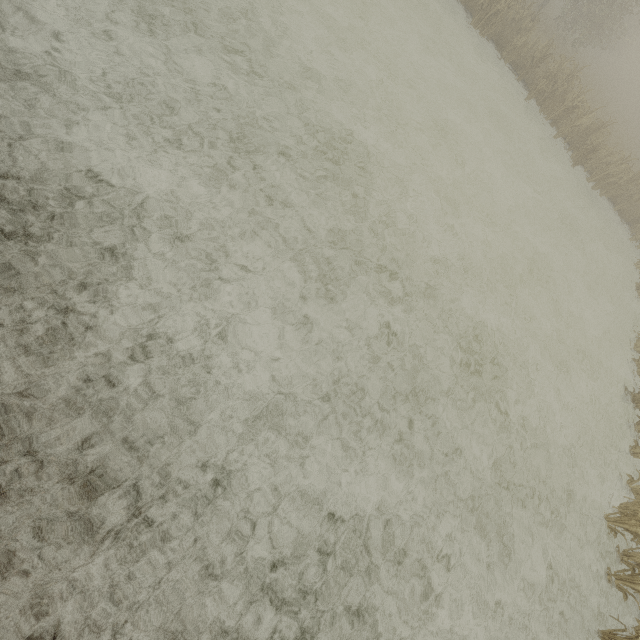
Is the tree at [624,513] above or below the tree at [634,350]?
above

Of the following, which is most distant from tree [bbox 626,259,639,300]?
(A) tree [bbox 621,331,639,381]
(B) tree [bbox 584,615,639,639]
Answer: (B) tree [bbox 584,615,639,639]

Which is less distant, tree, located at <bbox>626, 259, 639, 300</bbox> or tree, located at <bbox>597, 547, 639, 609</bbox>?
tree, located at <bbox>597, 547, 639, 609</bbox>

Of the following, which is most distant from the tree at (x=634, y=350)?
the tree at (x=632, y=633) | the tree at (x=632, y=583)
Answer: the tree at (x=632, y=633)

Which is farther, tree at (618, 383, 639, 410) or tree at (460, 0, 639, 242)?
tree at (460, 0, 639, 242)

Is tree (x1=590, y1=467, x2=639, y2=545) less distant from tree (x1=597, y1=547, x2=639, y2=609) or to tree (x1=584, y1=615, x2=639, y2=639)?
tree (x1=597, y1=547, x2=639, y2=609)

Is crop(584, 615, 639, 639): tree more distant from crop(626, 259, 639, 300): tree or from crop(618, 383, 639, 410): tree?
crop(626, 259, 639, 300): tree

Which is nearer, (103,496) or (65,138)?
(103,496)
